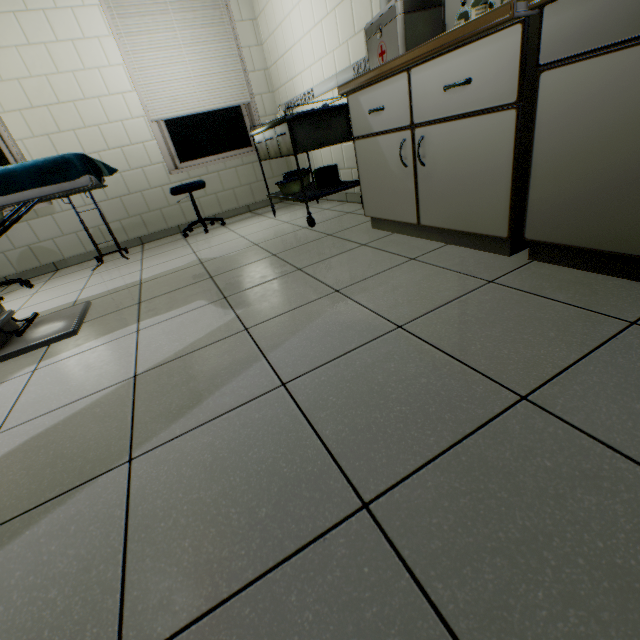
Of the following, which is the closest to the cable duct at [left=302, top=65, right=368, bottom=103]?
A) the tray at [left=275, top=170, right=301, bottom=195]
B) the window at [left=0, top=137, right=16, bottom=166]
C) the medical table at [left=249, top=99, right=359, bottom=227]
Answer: the medical table at [left=249, top=99, right=359, bottom=227]

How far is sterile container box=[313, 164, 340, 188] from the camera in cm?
306

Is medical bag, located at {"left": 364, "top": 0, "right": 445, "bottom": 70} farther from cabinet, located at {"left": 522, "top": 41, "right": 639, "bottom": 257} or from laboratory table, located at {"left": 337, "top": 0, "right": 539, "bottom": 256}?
cabinet, located at {"left": 522, "top": 41, "right": 639, "bottom": 257}

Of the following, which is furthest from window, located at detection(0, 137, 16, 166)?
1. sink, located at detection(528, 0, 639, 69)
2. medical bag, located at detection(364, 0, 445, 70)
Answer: sink, located at detection(528, 0, 639, 69)

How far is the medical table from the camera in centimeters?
262cm

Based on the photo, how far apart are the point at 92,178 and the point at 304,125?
1.6 meters

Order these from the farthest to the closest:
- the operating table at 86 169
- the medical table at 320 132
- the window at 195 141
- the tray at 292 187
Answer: the window at 195 141 < the tray at 292 187 < the medical table at 320 132 < the operating table at 86 169

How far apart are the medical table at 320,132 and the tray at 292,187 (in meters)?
0.02
